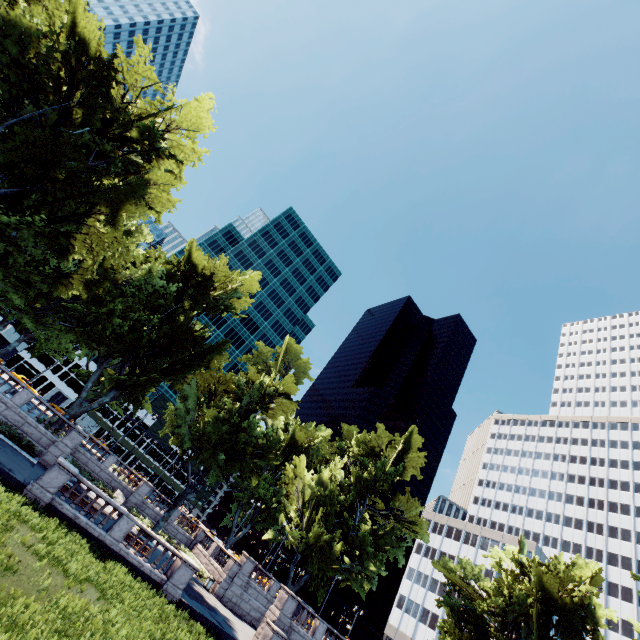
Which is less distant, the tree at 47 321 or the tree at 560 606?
the tree at 47 321

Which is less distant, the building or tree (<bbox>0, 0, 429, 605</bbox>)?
tree (<bbox>0, 0, 429, 605</bbox>)

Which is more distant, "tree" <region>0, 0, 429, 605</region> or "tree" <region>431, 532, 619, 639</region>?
"tree" <region>431, 532, 619, 639</region>

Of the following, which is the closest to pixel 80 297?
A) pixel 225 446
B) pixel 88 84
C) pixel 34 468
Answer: pixel 34 468

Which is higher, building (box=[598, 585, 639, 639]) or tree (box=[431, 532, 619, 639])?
building (box=[598, 585, 639, 639])

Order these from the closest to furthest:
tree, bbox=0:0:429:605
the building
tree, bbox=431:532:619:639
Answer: tree, bbox=0:0:429:605 < tree, bbox=431:532:619:639 < the building

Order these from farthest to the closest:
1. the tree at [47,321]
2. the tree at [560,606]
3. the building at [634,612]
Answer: the building at [634,612] < the tree at [560,606] < the tree at [47,321]
